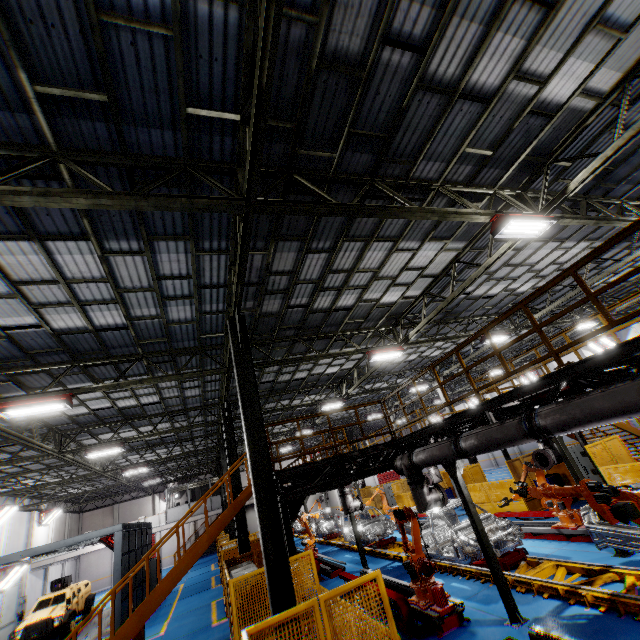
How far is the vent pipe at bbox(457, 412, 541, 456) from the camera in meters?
5.6

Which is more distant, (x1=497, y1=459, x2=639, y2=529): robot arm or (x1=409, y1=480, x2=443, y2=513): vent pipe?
(x1=409, y1=480, x2=443, y2=513): vent pipe

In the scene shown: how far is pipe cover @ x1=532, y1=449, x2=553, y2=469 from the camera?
9.6 meters

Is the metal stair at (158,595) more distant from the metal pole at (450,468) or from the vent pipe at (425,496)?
the metal pole at (450,468)

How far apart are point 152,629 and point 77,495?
17.4m

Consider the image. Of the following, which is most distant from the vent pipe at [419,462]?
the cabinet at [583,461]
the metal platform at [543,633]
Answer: the cabinet at [583,461]

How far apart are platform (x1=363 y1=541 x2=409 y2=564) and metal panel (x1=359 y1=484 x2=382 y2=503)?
4.56m

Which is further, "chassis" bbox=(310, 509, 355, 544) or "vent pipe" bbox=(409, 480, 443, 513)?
"chassis" bbox=(310, 509, 355, 544)
